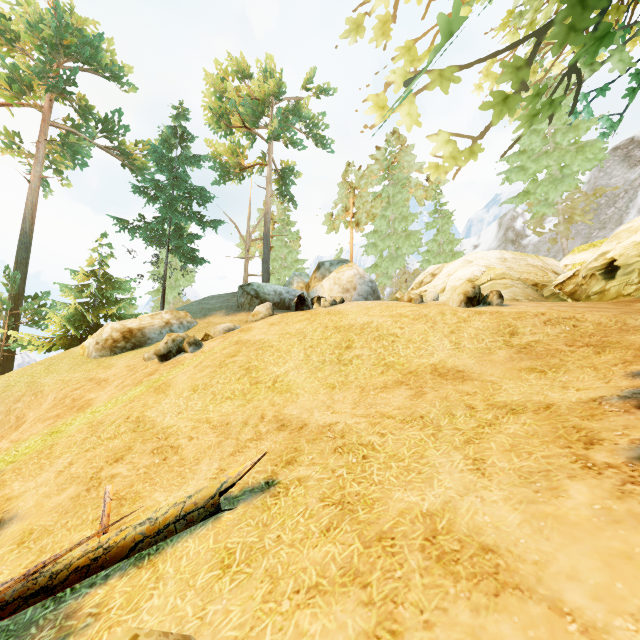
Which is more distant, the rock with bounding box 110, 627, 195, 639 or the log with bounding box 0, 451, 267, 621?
the log with bounding box 0, 451, 267, 621

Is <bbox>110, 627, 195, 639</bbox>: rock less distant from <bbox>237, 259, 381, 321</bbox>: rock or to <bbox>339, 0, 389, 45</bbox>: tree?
<bbox>339, 0, 389, 45</bbox>: tree

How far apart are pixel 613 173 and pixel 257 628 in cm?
4755

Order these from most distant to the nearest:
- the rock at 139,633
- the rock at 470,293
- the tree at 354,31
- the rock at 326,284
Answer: the rock at 326,284, the rock at 470,293, the tree at 354,31, the rock at 139,633

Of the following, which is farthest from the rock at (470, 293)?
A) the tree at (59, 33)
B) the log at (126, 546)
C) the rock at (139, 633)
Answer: the rock at (139, 633)

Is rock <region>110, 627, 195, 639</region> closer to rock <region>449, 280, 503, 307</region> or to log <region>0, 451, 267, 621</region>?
log <region>0, 451, 267, 621</region>

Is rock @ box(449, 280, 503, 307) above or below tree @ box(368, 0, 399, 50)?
below

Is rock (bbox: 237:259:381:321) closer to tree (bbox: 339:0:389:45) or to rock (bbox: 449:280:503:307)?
tree (bbox: 339:0:389:45)
